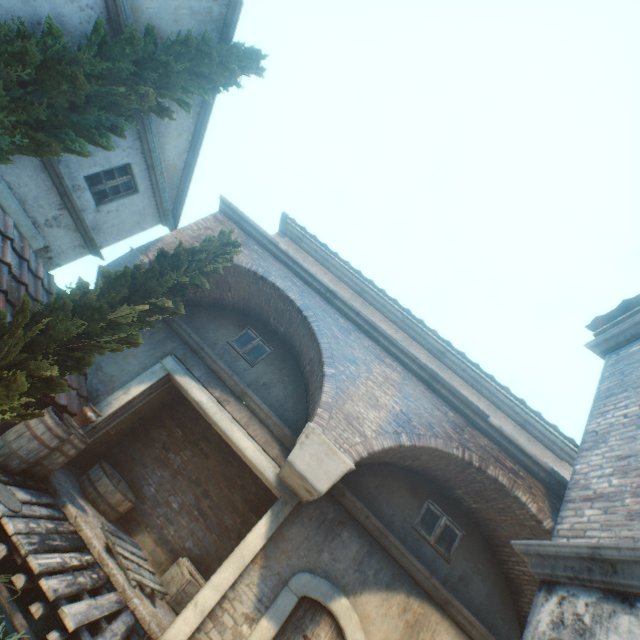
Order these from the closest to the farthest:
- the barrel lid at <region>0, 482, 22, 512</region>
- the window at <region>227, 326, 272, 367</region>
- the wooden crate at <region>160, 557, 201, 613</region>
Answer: the barrel lid at <region>0, 482, 22, 512</region>, the wooden crate at <region>160, 557, 201, 613</region>, the window at <region>227, 326, 272, 367</region>

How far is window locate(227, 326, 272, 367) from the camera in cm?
845

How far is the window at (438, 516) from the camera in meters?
7.0

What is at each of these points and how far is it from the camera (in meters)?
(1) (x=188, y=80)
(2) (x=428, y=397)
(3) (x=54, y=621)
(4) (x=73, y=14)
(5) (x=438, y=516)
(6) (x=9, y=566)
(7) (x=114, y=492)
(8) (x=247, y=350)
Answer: (1) tree, 8.12
(2) building, 6.68
(3) building, 5.16
(4) building, 6.60
(5) window, 7.32
(6) building, 5.39
(7) cask, 7.34
(8) window, 8.56

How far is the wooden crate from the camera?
6.8 meters

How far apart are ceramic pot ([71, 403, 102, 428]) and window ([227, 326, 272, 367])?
3.1 meters

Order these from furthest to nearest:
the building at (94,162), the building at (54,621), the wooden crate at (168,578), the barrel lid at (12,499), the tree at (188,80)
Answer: the building at (94,162) → the wooden crate at (168,578) → the tree at (188,80) → the building at (54,621) → the barrel lid at (12,499)

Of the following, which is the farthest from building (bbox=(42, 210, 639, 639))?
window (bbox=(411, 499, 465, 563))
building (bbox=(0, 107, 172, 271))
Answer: building (bbox=(0, 107, 172, 271))
